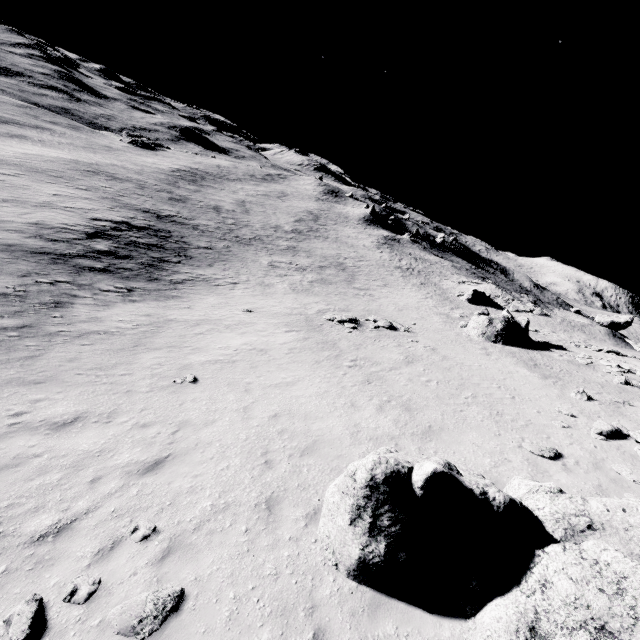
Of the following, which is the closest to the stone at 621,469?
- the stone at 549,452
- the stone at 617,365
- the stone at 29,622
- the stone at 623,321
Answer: the stone at 549,452

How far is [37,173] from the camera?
37.5 meters

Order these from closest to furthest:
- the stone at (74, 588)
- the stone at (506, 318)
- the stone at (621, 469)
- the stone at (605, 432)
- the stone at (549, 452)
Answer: the stone at (74, 588) → the stone at (621, 469) → the stone at (549, 452) → the stone at (605, 432) → the stone at (506, 318)

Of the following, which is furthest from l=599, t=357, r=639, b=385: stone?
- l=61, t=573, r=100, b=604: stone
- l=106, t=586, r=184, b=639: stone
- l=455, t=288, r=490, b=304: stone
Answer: l=61, t=573, r=100, b=604: stone

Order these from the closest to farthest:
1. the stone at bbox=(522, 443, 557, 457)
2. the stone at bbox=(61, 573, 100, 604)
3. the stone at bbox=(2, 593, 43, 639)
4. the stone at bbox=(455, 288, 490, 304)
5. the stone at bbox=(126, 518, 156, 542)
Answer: the stone at bbox=(2, 593, 43, 639) → the stone at bbox=(61, 573, 100, 604) → the stone at bbox=(126, 518, 156, 542) → the stone at bbox=(522, 443, 557, 457) → the stone at bbox=(455, 288, 490, 304)

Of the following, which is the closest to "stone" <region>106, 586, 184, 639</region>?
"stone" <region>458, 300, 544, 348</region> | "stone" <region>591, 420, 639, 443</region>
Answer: "stone" <region>591, 420, 639, 443</region>

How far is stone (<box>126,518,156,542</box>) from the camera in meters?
6.5 m

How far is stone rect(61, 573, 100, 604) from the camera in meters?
5.4
